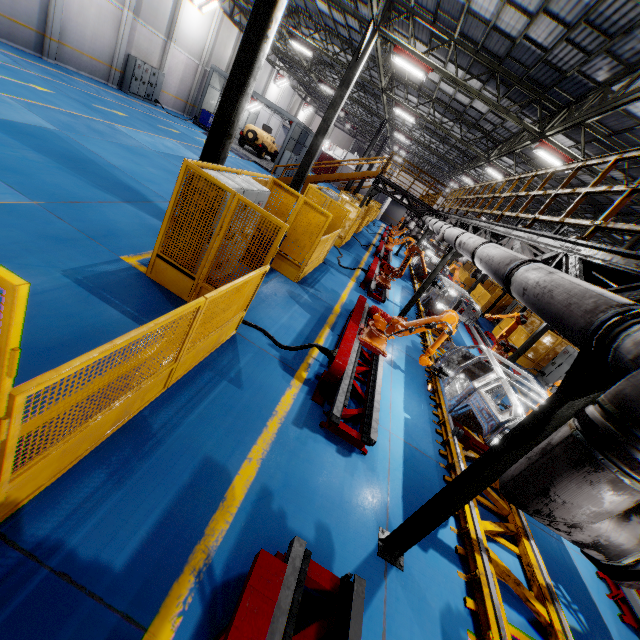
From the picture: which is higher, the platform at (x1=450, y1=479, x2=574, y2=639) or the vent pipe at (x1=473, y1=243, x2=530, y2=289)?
the vent pipe at (x1=473, y1=243, x2=530, y2=289)

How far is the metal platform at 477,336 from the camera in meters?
15.1 m

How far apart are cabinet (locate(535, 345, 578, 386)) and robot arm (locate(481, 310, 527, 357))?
3.49m

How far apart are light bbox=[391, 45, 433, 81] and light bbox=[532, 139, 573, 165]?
4.87m

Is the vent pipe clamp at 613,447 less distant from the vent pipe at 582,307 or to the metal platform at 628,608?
the vent pipe at 582,307

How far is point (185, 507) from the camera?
3.2 meters

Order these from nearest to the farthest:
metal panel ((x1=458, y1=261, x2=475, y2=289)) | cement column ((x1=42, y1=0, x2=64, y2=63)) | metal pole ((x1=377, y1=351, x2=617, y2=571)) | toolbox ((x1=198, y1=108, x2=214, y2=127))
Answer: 1. metal pole ((x1=377, y1=351, x2=617, y2=571))
2. cement column ((x1=42, y1=0, x2=64, y2=63))
3. toolbox ((x1=198, y1=108, x2=214, y2=127))
4. metal panel ((x1=458, y1=261, x2=475, y2=289))

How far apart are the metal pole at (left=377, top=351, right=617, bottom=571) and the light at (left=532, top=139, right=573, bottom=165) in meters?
12.8
